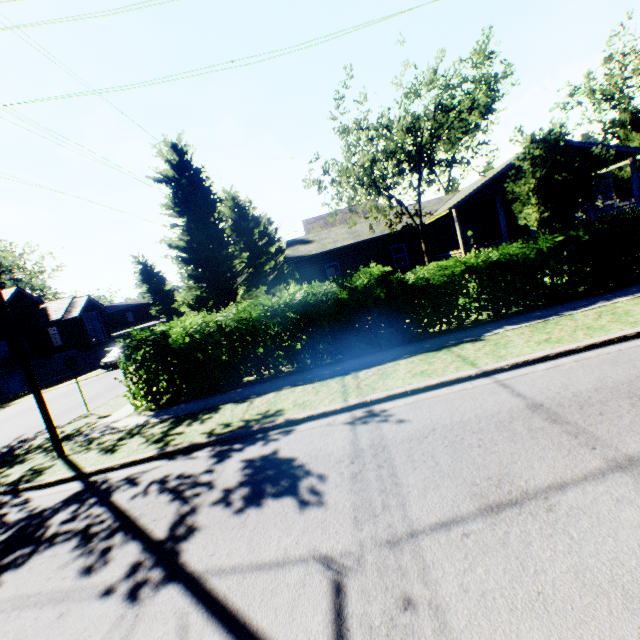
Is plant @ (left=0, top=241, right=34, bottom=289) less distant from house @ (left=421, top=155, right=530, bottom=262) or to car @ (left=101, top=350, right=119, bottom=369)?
car @ (left=101, top=350, right=119, bottom=369)

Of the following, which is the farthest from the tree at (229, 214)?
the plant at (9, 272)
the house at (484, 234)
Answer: the plant at (9, 272)

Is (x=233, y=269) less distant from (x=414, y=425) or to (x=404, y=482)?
(x=414, y=425)

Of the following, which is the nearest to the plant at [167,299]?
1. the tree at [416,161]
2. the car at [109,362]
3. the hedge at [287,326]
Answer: the tree at [416,161]

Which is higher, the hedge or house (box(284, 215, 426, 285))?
house (box(284, 215, 426, 285))

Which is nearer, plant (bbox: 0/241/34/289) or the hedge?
the hedge

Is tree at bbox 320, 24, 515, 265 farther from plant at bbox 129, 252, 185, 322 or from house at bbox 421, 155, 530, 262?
plant at bbox 129, 252, 185, 322

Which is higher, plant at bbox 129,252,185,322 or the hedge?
plant at bbox 129,252,185,322
